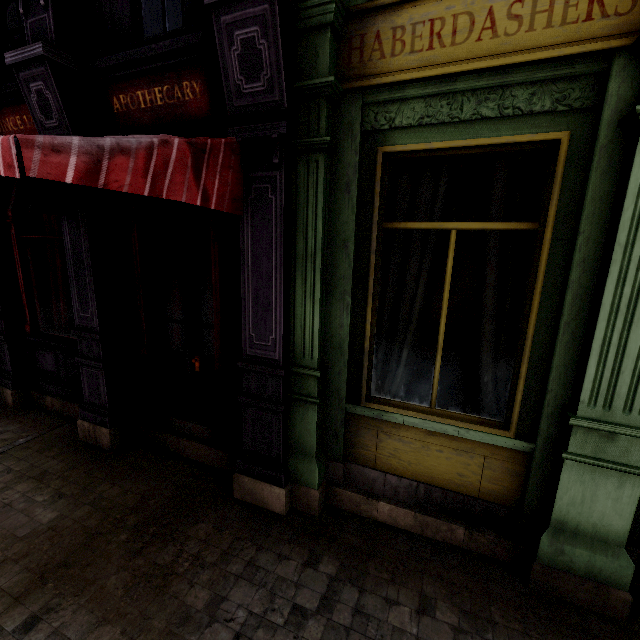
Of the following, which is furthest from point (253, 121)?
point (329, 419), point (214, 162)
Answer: point (329, 419)
